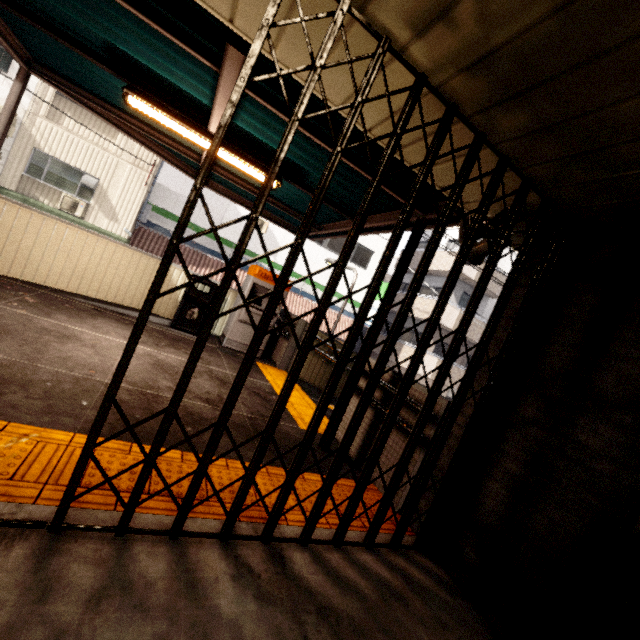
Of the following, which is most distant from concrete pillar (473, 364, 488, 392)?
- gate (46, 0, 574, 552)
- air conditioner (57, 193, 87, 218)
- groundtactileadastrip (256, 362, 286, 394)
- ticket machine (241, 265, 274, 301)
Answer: air conditioner (57, 193, 87, 218)

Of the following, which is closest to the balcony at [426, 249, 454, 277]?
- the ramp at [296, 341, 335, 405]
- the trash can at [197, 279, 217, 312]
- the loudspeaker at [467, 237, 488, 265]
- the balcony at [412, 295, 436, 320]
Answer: the balcony at [412, 295, 436, 320]

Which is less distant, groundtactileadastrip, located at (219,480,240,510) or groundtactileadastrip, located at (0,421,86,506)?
groundtactileadastrip, located at (0,421,86,506)

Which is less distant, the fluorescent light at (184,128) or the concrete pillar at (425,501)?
the concrete pillar at (425,501)

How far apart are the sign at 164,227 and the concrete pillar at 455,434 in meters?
13.4

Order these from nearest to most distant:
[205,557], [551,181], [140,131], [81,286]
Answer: [205,557], [551,181], [140,131], [81,286]

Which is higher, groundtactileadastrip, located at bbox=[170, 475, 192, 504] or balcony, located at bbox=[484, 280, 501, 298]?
balcony, located at bbox=[484, 280, 501, 298]

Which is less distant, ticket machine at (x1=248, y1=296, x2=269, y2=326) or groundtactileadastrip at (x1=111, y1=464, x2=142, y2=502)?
groundtactileadastrip at (x1=111, y1=464, x2=142, y2=502)
